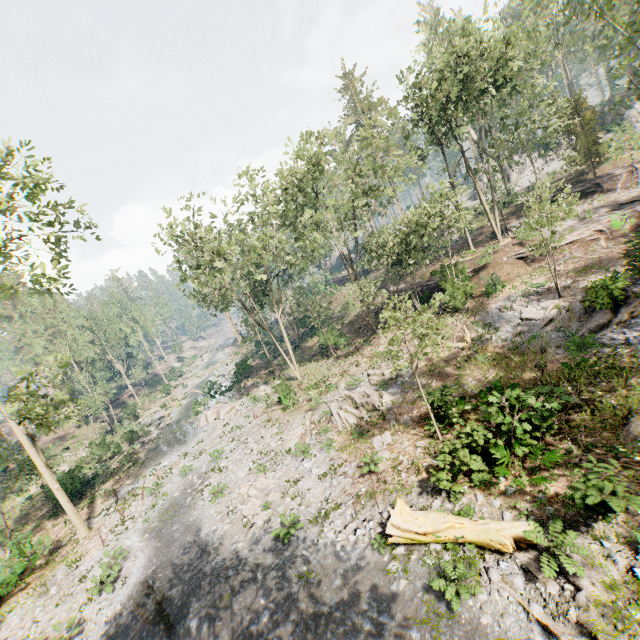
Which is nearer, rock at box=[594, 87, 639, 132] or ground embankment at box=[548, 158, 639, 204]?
ground embankment at box=[548, 158, 639, 204]

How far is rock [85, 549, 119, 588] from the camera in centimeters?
1502cm

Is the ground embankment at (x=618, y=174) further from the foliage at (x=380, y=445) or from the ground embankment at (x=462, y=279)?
the ground embankment at (x=462, y=279)

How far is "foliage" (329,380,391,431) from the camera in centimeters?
1938cm

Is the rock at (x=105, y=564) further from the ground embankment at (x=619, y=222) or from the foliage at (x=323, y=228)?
the ground embankment at (x=619, y=222)

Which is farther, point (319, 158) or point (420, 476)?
point (319, 158)

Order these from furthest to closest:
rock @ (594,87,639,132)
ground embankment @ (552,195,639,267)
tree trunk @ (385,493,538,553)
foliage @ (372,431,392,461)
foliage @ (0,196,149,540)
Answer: rock @ (594,87,639,132), ground embankment @ (552,195,639,267), foliage @ (0,196,149,540), foliage @ (372,431,392,461), tree trunk @ (385,493,538,553)

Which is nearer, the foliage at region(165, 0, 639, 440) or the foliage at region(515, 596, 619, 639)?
the foliage at region(515, 596, 619, 639)
